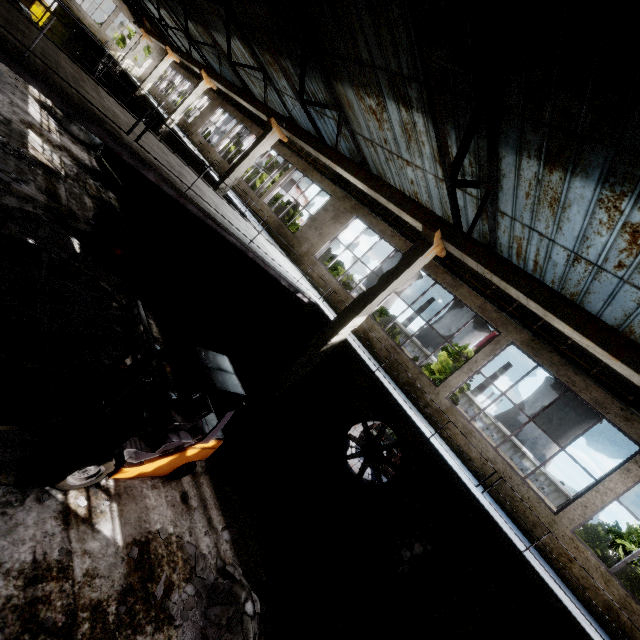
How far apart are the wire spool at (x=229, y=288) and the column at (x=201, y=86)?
13.0 meters

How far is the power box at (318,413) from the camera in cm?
1157

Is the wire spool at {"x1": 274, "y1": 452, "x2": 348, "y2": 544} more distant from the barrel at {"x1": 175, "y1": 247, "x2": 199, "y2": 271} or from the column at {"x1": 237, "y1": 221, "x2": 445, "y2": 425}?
the barrel at {"x1": 175, "y1": 247, "x2": 199, "y2": 271}

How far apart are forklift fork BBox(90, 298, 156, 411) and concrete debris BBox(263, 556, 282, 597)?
4.78m

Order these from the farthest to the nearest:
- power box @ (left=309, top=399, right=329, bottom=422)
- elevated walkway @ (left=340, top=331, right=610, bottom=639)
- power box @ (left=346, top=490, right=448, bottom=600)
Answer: power box @ (left=309, top=399, right=329, bottom=422)
power box @ (left=346, top=490, right=448, bottom=600)
elevated walkway @ (left=340, top=331, right=610, bottom=639)

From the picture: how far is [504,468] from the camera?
8.66m

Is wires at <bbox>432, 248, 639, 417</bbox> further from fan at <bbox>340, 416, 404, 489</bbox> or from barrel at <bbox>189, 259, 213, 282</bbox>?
barrel at <bbox>189, 259, 213, 282</bbox>

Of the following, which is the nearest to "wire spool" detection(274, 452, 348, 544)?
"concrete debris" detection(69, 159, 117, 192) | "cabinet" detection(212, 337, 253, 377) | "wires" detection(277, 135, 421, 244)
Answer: Answer: "cabinet" detection(212, 337, 253, 377)
